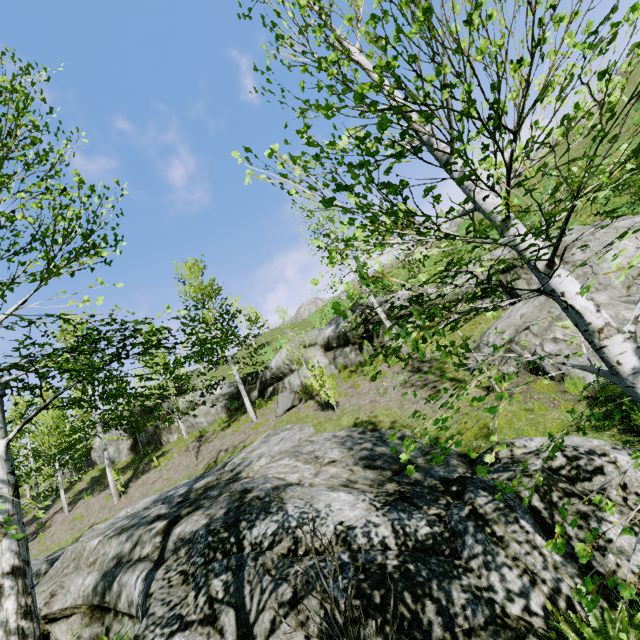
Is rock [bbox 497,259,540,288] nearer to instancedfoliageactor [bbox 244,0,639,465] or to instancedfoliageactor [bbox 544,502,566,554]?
instancedfoliageactor [bbox 244,0,639,465]

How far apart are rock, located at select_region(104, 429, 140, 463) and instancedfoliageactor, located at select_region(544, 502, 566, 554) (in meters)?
27.08

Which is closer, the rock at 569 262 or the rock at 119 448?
the rock at 569 262

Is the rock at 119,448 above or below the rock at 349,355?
above

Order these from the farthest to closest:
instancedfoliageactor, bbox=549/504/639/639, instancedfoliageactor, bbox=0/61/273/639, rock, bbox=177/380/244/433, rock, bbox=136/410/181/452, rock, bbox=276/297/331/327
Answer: rock, bbox=276/297/331/327 < rock, bbox=136/410/181/452 < rock, bbox=177/380/244/433 < instancedfoliageactor, bbox=0/61/273/639 < instancedfoliageactor, bbox=549/504/639/639

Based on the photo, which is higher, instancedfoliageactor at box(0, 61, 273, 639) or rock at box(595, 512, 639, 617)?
instancedfoliageactor at box(0, 61, 273, 639)

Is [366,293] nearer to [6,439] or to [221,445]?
[6,439]
